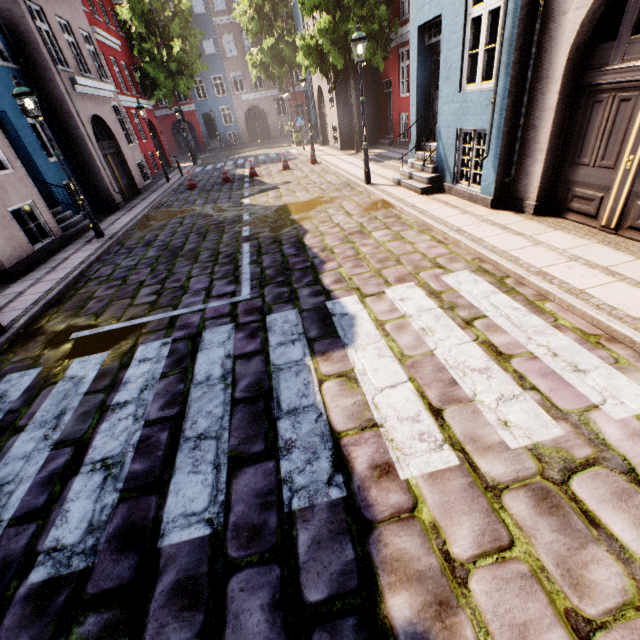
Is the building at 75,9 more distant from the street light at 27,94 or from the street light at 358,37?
the street light at 358,37

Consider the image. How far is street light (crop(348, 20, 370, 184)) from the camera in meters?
8.1

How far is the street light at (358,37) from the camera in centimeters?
814cm

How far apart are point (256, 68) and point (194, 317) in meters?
28.0 m

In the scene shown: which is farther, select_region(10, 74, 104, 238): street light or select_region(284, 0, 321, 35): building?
select_region(284, 0, 321, 35): building

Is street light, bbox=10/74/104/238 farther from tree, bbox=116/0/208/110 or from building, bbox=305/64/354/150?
tree, bbox=116/0/208/110

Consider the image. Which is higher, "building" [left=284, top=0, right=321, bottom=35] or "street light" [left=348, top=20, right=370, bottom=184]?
"building" [left=284, top=0, right=321, bottom=35]
